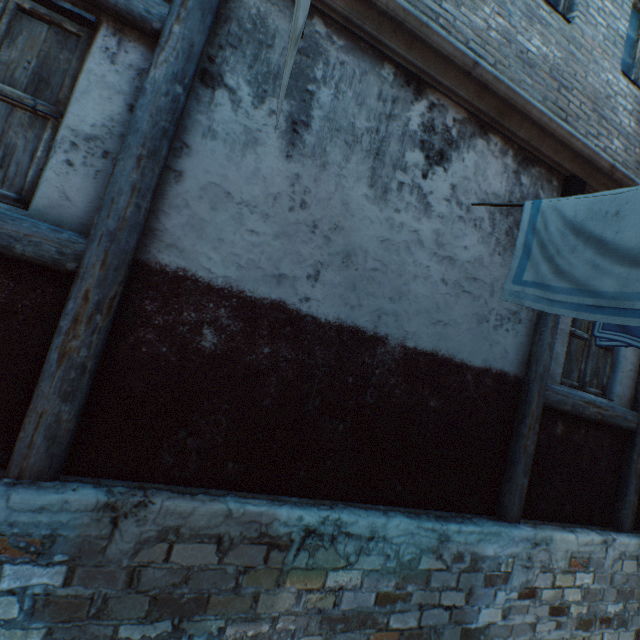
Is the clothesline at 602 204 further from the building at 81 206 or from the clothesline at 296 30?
the clothesline at 296 30

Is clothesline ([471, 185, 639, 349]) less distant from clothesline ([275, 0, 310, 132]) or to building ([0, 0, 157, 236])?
building ([0, 0, 157, 236])

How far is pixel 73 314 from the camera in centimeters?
191cm

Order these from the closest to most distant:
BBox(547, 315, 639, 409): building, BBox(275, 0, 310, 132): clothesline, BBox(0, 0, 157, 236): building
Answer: BBox(275, 0, 310, 132): clothesline, BBox(0, 0, 157, 236): building, BBox(547, 315, 639, 409): building

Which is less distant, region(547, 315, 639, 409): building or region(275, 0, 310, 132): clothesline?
region(275, 0, 310, 132): clothesline

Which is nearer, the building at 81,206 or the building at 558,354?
the building at 81,206
